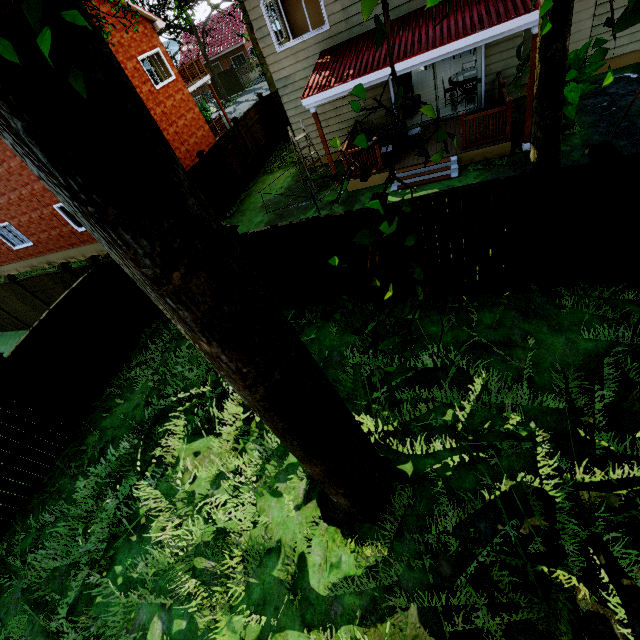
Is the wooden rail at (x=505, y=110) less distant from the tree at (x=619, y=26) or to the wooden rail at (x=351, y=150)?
the wooden rail at (x=351, y=150)

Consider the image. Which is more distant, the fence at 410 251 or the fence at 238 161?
the fence at 238 161

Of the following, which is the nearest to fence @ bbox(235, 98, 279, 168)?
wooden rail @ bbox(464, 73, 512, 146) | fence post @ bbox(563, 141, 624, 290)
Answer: fence post @ bbox(563, 141, 624, 290)

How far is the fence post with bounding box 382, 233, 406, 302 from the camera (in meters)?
5.92

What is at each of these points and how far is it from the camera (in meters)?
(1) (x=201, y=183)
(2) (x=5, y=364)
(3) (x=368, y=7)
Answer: (1) fence, 12.44
(2) fence post, 6.86
(3) tree, 1.08

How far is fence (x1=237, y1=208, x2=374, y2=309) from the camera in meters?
6.0

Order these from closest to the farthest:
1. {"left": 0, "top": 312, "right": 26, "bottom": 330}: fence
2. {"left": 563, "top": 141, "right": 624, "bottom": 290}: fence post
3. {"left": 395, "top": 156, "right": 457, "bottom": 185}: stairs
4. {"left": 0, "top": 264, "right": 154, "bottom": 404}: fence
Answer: {"left": 563, "top": 141, "right": 624, "bottom": 290}: fence post, {"left": 0, "top": 264, "right": 154, "bottom": 404}: fence, {"left": 395, "top": 156, "right": 457, "bottom": 185}: stairs, {"left": 0, "top": 312, "right": 26, "bottom": 330}: fence

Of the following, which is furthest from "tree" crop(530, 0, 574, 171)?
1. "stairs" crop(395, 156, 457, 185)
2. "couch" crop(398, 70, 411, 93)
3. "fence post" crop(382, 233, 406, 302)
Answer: "couch" crop(398, 70, 411, 93)
